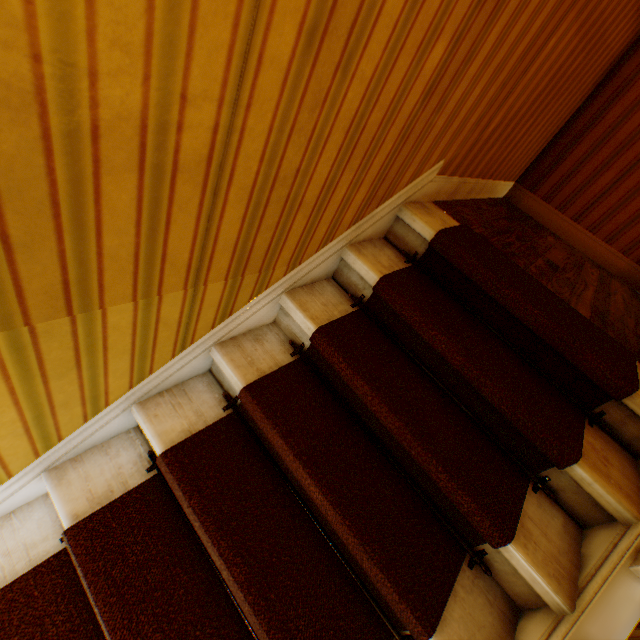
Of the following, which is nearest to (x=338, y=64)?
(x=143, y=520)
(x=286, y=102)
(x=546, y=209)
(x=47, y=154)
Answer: (x=286, y=102)
